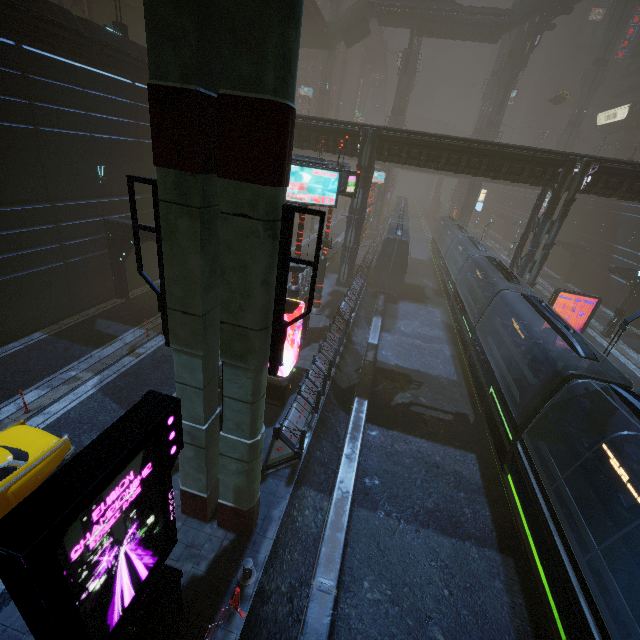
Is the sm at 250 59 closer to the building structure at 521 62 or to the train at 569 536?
the train at 569 536

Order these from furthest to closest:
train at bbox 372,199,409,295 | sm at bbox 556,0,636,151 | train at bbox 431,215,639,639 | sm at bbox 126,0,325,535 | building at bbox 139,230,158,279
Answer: sm at bbox 556,0,636,151
train at bbox 372,199,409,295
building at bbox 139,230,158,279
train at bbox 431,215,639,639
sm at bbox 126,0,325,535

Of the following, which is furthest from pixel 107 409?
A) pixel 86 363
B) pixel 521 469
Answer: pixel 521 469

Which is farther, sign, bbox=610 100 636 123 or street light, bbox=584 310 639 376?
sign, bbox=610 100 636 123

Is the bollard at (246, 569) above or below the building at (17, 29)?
below

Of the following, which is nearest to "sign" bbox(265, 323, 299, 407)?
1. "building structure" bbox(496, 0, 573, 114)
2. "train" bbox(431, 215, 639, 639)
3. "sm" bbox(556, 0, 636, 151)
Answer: "train" bbox(431, 215, 639, 639)

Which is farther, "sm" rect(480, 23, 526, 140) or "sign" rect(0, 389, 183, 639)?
"sm" rect(480, 23, 526, 140)

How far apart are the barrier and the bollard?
2.58m
